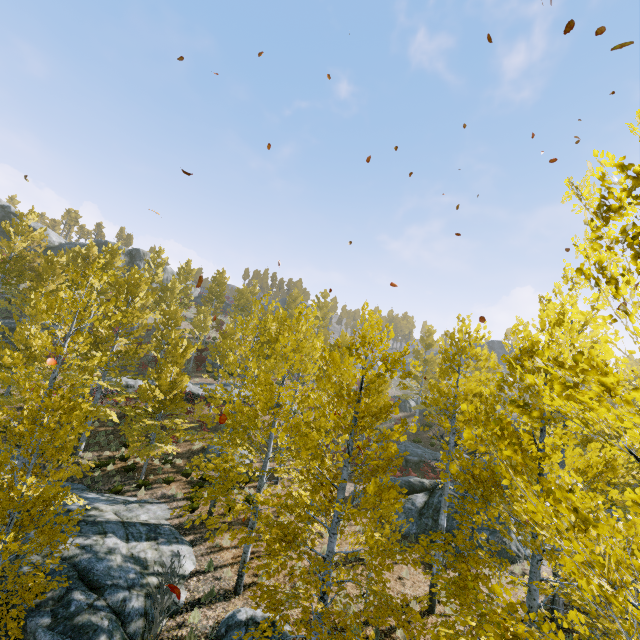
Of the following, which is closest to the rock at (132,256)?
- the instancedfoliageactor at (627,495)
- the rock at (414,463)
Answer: the instancedfoliageactor at (627,495)

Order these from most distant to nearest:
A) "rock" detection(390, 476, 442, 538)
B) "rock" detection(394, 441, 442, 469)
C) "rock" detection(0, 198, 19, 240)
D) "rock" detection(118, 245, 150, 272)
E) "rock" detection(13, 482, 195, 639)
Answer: "rock" detection(118, 245, 150, 272) → "rock" detection(0, 198, 19, 240) → "rock" detection(394, 441, 442, 469) → "rock" detection(390, 476, 442, 538) → "rock" detection(13, 482, 195, 639)

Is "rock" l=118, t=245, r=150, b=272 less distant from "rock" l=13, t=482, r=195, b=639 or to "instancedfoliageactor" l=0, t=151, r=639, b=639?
"instancedfoliageactor" l=0, t=151, r=639, b=639

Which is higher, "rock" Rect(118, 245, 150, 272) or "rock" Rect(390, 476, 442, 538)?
"rock" Rect(118, 245, 150, 272)

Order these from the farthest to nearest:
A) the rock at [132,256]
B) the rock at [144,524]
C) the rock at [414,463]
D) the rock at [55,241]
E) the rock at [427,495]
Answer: the rock at [132,256]
the rock at [55,241]
the rock at [414,463]
the rock at [427,495]
the rock at [144,524]

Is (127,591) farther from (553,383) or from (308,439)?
(553,383)

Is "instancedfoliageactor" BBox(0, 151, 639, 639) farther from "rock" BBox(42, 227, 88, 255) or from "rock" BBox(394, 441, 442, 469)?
"rock" BBox(42, 227, 88, 255)

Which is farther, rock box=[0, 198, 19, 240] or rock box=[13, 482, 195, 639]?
rock box=[0, 198, 19, 240]
